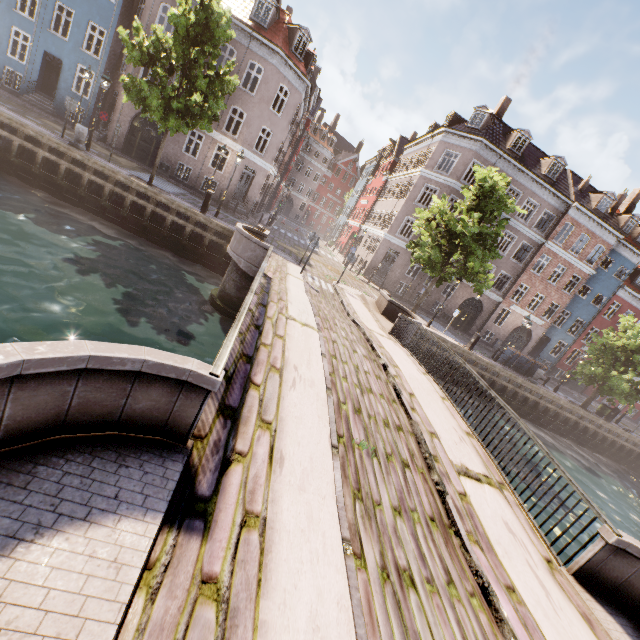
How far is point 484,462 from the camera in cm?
650

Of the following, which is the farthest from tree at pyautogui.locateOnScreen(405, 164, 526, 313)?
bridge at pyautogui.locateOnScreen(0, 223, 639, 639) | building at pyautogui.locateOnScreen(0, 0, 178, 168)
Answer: building at pyautogui.locateOnScreen(0, 0, 178, 168)

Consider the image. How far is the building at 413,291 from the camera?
28.6 meters

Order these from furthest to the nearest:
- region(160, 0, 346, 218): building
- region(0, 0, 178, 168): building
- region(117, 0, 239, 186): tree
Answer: region(160, 0, 346, 218): building → region(0, 0, 178, 168): building → region(117, 0, 239, 186): tree

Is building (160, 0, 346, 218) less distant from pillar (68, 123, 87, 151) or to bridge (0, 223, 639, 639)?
pillar (68, 123, 87, 151)

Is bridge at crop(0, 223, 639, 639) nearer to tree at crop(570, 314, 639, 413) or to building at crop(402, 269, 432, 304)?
tree at crop(570, 314, 639, 413)

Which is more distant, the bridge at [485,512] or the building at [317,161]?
the building at [317,161]

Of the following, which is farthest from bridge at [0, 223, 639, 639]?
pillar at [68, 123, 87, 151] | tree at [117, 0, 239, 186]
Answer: pillar at [68, 123, 87, 151]
